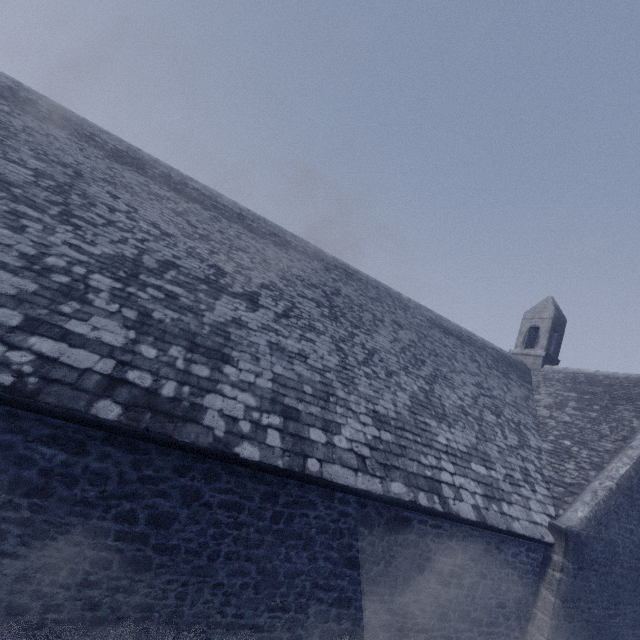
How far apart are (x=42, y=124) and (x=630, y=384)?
21.47m
